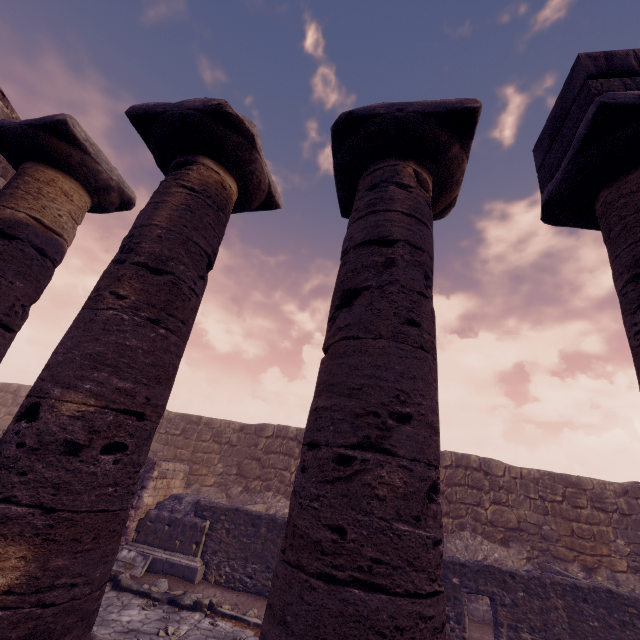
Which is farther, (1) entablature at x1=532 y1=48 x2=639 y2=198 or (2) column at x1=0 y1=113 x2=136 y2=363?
(2) column at x1=0 y1=113 x2=136 y2=363

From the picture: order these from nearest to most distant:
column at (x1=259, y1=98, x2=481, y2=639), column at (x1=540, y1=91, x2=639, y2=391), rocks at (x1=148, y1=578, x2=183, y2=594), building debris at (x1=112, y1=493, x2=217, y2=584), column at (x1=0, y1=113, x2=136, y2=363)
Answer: column at (x1=259, y1=98, x2=481, y2=639) → column at (x1=540, y1=91, x2=639, y2=391) → column at (x1=0, y1=113, x2=136, y2=363) → rocks at (x1=148, y1=578, x2=183, y2=594) → building debris at (x1=112, y1=493, x2=217, y2=584)

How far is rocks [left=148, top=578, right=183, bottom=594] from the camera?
8.19m

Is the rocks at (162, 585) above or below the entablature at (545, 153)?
below

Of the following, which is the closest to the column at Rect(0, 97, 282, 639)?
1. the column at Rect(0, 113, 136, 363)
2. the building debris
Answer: the column at Rect(0, 113, 136, 363)

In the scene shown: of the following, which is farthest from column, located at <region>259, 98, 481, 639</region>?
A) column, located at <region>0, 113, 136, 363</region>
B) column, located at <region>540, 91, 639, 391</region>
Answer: column, located at <region>0, 113, 136, 363</region>

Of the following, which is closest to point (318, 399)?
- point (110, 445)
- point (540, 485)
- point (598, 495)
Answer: point (110, 445)

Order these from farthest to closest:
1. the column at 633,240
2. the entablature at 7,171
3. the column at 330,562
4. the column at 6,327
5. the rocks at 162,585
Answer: the rocks at 162,585 < the entablature at 7,171 < the column at 6,327 < the column at 633,240 < the column at 330,562
